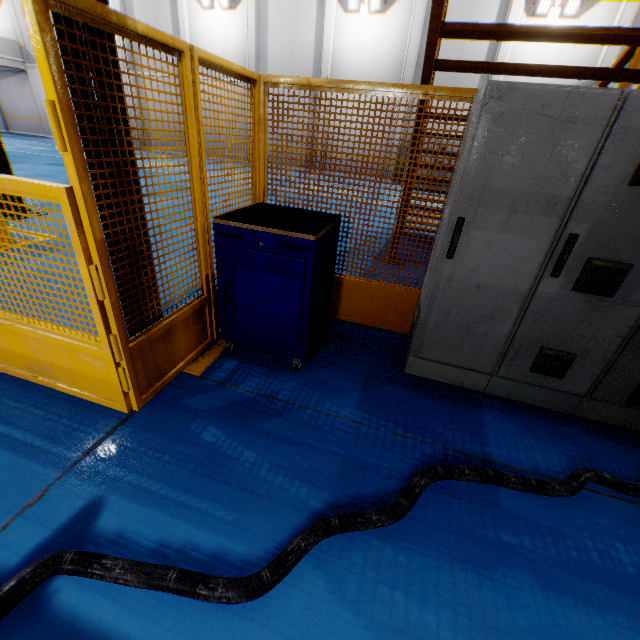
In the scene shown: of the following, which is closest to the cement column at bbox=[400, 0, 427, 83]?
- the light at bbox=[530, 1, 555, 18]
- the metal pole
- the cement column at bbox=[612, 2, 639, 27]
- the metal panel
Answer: the light at bbox=[530, 1, 555, 18]

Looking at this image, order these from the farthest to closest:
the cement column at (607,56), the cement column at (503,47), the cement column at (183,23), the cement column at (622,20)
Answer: the cement column at (183,23) → the cement column at (503,47) → the cement column at (607,56) → the cement column at (622,20)

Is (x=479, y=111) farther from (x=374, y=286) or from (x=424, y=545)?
(x=424, y=545)

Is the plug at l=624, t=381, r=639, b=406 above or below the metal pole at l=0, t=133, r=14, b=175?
below

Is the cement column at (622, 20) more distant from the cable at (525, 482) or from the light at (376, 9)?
the cable at (525, 482)

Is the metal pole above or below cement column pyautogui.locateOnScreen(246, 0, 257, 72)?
below

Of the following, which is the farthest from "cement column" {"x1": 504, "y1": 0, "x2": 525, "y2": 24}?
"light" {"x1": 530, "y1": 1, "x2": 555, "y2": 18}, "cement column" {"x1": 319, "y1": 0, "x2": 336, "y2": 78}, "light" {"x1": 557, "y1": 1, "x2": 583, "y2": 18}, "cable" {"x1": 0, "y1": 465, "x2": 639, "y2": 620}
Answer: "cable" {"x1": 0, "y1": 465, "x2": 639, "y2": 620}

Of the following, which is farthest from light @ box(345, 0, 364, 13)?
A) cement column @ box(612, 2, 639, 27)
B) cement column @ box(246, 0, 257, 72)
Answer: cement column @ box(612, 2, 639, 27)
